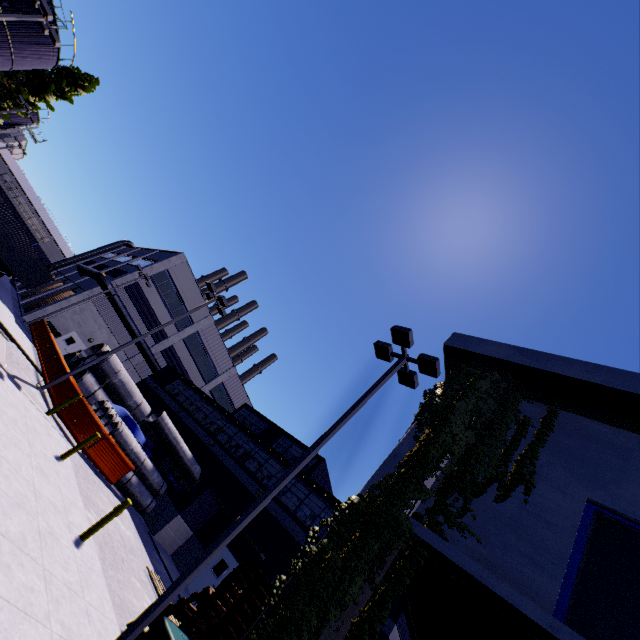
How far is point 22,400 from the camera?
10.95m

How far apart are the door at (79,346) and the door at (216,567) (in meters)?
23.73

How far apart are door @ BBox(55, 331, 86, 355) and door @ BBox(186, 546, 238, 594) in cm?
2373

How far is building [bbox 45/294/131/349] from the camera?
29.72m

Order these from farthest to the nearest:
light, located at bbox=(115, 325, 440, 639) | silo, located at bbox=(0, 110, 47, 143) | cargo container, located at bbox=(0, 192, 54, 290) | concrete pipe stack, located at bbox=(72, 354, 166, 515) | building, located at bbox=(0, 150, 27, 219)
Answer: building, located at bbox=(0, 150, 27, 219), silo, located at bbox=(0, 110, 47, 143), cargo container, located at bbox=(0, 192, 54, 290), concrete pipe stack, located at bbox=(72, 354, 166, 515), light, located at bbox=(115, 325, 440, 639)

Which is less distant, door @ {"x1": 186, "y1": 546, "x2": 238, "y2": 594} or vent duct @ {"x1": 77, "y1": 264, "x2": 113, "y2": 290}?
door @ {"x1": 186, "y1": 546, "x2": 238, "y2": 594}

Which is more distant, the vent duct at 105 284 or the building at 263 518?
the vent duct at 105 284

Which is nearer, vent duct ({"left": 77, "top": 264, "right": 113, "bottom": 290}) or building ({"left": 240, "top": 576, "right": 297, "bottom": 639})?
building ({"left": 240, "top": 576, "right": 297, "bottom": 639})
